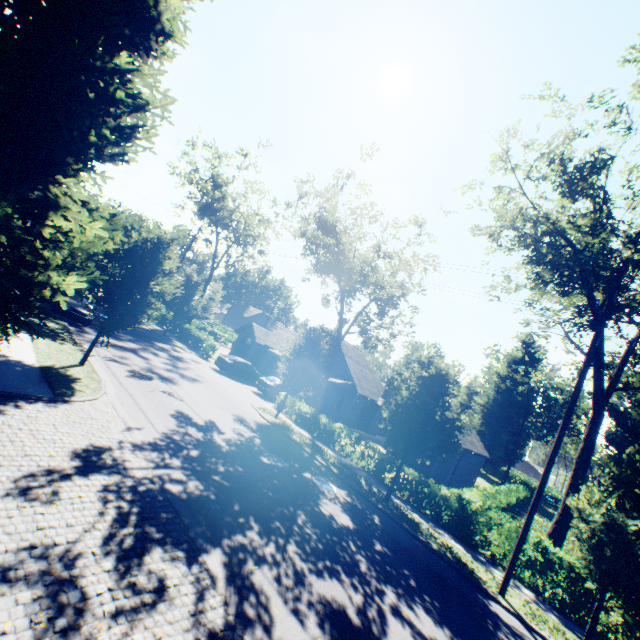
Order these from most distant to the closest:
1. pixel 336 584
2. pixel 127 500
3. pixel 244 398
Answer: pixel 244 398 → pixel 336 584 → pixel 127 500

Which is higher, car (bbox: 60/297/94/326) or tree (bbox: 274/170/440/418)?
tree (bbox: 274/170/440/418)

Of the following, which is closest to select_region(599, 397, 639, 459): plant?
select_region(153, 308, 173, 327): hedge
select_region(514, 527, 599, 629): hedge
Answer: select_region(514, 527, 599, 629): hedge

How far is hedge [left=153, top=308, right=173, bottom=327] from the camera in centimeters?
3653cm

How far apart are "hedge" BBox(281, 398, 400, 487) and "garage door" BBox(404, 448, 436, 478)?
8.7m

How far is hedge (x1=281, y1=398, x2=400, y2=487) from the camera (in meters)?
17.25

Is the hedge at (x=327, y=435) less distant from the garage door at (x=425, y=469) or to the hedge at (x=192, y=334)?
the garage door at (x=425, y=469)

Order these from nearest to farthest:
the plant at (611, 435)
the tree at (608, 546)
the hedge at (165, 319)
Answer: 1. the tree at (608, 546)
2. the hedge at (165, 319)
3. the plant at (611, 435)
